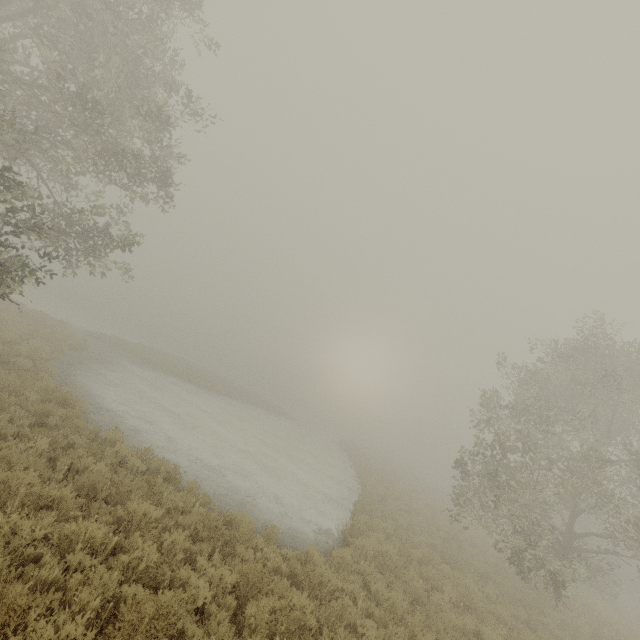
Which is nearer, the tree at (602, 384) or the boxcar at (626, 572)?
the tree at (602, 384)

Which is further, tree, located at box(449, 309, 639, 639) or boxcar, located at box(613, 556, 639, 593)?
boxcar, located at box(613, 556, 639, 593)

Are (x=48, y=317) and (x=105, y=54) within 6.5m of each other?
no
